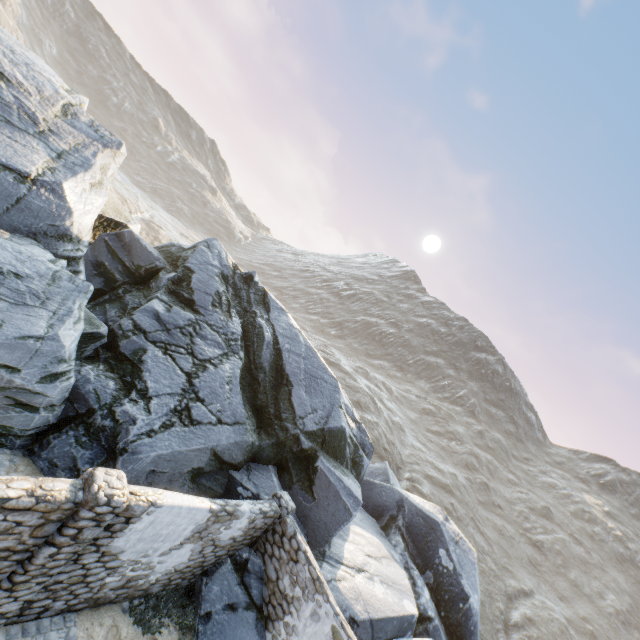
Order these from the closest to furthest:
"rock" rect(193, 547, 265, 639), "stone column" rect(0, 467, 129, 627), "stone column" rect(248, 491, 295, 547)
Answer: "stone column" rect(0, 467, 129, 627) → "rock" rect(193, 547, 265, 639) → "stone column" rect(248, 491, 295, 547)

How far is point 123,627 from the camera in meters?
7.1 m

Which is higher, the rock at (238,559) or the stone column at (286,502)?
the stone column at (286,502)

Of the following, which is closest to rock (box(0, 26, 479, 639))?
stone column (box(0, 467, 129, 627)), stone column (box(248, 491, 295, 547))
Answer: stone column (box(248, 491, 295, 547))

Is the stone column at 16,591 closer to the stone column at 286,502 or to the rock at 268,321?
the rock at 268,321

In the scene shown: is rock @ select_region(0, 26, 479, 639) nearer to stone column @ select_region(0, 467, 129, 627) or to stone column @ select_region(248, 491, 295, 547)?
stone column @ select_region(248, 491, 295, 547)
